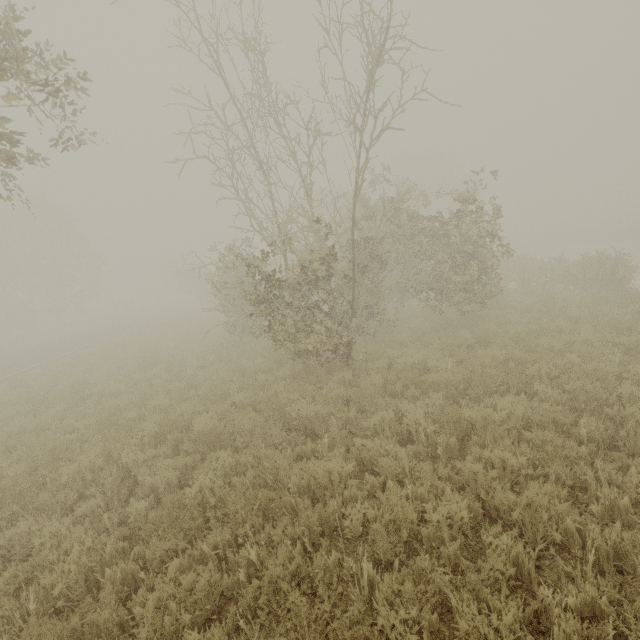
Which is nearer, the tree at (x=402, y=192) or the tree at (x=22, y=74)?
the tree at (x=22, y=74)

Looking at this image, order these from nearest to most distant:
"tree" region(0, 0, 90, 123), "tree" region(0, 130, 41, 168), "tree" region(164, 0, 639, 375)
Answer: "tree" region(0, 0, 90, 123)
"tree" region(0, 130, 41, 168)
"tree" region(164, 0, 639, 375)

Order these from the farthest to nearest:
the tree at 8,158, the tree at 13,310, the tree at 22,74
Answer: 1. the tree at 13,310
2. the tree at 8,158
3. the tree at 22,74

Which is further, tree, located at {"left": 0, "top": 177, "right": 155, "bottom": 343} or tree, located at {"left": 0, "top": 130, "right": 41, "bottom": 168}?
tree, located at {"left": 0, "top": 177, "right": 155, "bottom": 343}

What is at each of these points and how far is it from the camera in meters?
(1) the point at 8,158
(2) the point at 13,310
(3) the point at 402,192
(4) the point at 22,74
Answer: (1) tree, 5.7
(2) tree, 32.6
(3) tree, 15.7
(4) tree, 5.2
